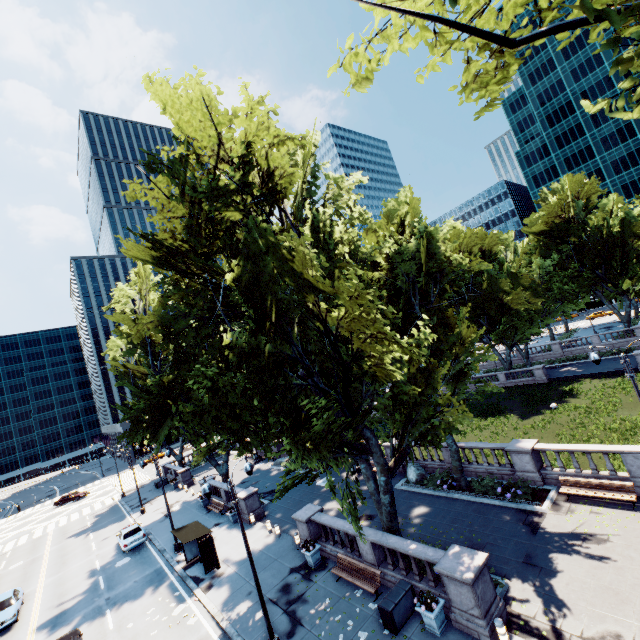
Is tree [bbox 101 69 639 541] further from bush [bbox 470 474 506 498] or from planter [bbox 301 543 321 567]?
planter [bbox 301 543 321 567]

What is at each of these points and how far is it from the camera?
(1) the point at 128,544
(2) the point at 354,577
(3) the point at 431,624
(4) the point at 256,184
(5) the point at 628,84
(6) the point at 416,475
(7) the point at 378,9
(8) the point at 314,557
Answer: (1) vehicle, 26.69m
(2) bench, 14.92m
(3) planter, 11.57m
(4) tree, 15.54m
(5) tree, 4.98m
(6) rock, 22.83m
(7) tree, 5.10m
(8) planter, 17.34m

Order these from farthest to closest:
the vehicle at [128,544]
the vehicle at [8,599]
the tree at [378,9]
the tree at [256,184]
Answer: the vehicle at [128,544] → the vehicle at [8,599] → the tree at [256,184] → the tree at [378,9]

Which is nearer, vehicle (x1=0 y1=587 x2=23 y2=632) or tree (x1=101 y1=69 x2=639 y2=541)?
tree (x1=101 y1=69 x2=639 y2=541)

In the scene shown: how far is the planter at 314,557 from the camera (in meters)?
17.25

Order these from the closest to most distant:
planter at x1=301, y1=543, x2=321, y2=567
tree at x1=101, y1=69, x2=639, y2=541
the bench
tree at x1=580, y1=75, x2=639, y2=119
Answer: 1. tree at x1=580, y1=75, x2=639, y2=119
2. tree at x1=101, y1=69, x2=639, y2=541
3. the bench
4. planter at x1=301, y1=543, x2=321, y2=567

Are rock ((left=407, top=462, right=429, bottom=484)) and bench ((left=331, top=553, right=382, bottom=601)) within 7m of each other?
no

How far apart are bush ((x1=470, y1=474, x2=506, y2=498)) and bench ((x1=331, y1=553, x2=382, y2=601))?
8.2 meters
